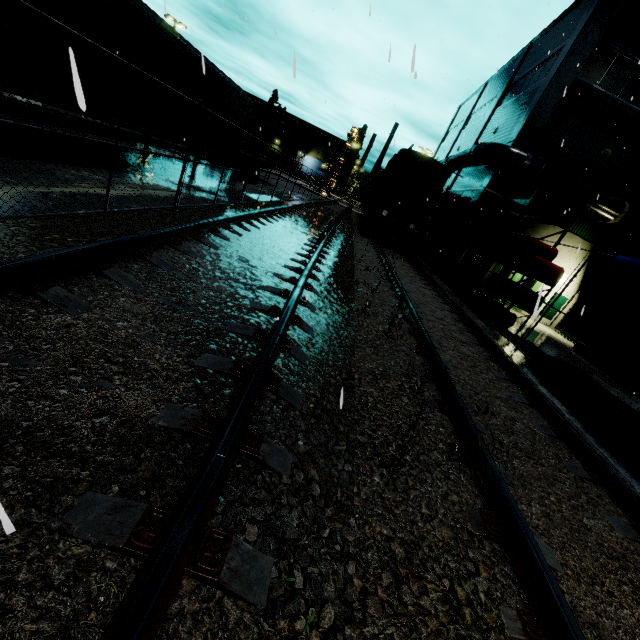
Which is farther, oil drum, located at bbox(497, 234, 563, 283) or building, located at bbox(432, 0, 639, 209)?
building, located at bbox(432, 0, 639, 209)

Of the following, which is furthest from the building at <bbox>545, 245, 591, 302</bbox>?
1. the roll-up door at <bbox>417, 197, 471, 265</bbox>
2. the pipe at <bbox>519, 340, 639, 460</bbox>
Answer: the pipe at <bbox>519, 340, 639, 460</bbox>

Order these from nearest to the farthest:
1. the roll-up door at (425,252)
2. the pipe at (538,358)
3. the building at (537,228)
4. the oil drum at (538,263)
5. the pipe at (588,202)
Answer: the pipe at (538,358) → the oil drum at (538,263) → the pipe at (588,202) → the building at (537,228) → the roll-up door at (425,252)

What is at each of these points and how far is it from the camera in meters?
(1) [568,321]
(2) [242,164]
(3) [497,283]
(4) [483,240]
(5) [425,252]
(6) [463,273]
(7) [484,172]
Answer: (1) tarp, 7.7 m
(2) semi trailer, 19.5 m
(3) oil drum, 11.6 m
(4) building, 18.5 m
(5) roll-up door, 24.6 m
(6) electrical box, 17.7 m
(7) building, 19.2 m

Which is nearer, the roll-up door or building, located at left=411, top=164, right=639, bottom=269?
building, located at left=411, top=164, right=639, bottom=269

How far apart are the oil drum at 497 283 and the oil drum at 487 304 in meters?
0.4

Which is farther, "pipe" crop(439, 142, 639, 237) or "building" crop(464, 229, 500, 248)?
"building" crop(464, 229, 500, 248)

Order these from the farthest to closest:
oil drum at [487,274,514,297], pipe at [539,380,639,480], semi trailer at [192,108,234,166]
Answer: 1. semi trailer at [192,108,234,166]
2. oil drum at [487,274,514,297]
3. pipe at [539,380,639,480]
